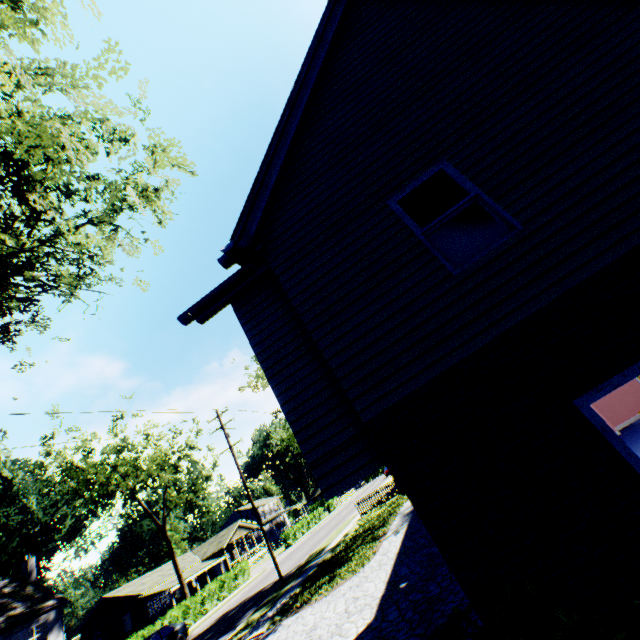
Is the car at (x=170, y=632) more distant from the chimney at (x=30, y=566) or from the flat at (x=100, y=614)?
the flat at (x=100, y=614)

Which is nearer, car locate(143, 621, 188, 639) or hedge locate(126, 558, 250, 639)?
car locate(143, 621, 188, 639)

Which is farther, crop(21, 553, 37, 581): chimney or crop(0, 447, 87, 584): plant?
crop(0, 447, 87, 584): plant

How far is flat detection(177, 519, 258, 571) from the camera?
46.7m

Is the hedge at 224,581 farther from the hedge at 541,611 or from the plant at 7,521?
the plant at 7,521

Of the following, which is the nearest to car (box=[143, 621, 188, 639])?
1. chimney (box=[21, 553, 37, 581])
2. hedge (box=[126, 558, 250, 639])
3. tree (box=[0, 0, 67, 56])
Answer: hedge (box=[126, 558, 250, 639])

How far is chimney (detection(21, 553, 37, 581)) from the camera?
30.50m

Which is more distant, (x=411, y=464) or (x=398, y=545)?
(x=398, y=545)
